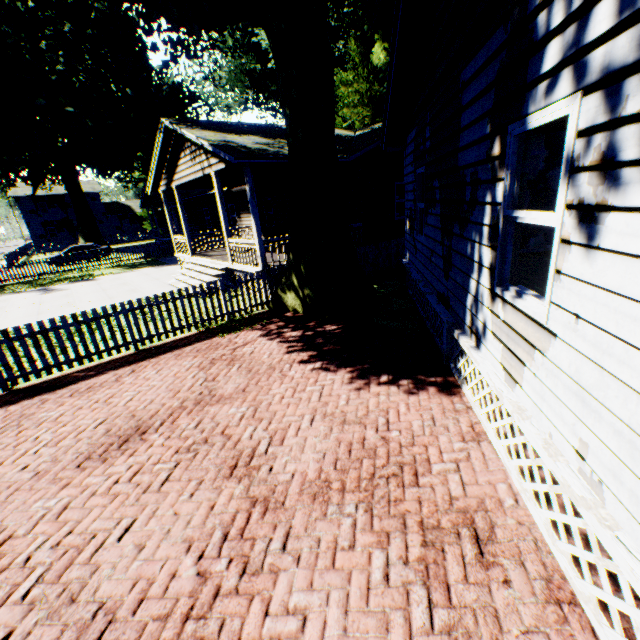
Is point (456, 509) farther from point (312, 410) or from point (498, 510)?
point (312, 410)

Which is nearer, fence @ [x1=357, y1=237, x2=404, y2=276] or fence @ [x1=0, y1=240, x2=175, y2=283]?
fence @ [x1=357, y1=237, x2=404, y2=276]

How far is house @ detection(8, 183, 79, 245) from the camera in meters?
45.9

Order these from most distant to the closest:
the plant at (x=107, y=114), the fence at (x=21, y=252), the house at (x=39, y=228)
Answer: the house at (x=39, y=228)
the fence at (x=21, y=252)
the plant at (x=107, y=114)

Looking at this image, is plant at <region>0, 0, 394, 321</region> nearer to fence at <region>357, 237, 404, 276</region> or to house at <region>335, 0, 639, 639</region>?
fence at <region>357, 237, 404, 276</region>

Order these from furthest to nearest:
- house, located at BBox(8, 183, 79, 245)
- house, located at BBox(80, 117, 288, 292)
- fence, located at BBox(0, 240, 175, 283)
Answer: house, located at BBox(8, 183, 79, 245) < fence, located at BBox(0, 240, 175, 283) < house, located at BBox(80, 117, 288, 292)

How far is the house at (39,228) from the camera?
45.9 meters

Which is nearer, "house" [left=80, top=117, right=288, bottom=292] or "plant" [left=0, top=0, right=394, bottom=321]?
"plant" [left=0, top=0, right=394, bottom=321]
